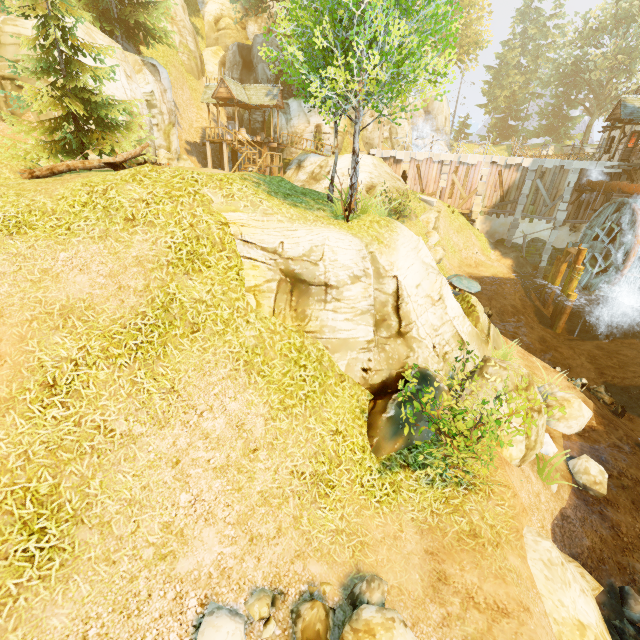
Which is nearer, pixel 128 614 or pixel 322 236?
pixel 128 614

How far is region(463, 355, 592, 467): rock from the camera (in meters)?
7.96

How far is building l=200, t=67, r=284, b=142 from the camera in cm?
2591

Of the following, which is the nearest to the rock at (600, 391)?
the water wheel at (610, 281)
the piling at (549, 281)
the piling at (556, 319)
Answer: the piling at (556, 319)

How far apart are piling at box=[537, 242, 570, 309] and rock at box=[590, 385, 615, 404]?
10.46m

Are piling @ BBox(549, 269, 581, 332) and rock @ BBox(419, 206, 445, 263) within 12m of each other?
yes

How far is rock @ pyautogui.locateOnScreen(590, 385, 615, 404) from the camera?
15.15m

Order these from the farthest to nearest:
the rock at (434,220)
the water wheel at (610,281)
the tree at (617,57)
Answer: the tree at (617,57)
the rock at (434,220)
the water wheel at (610,281)
